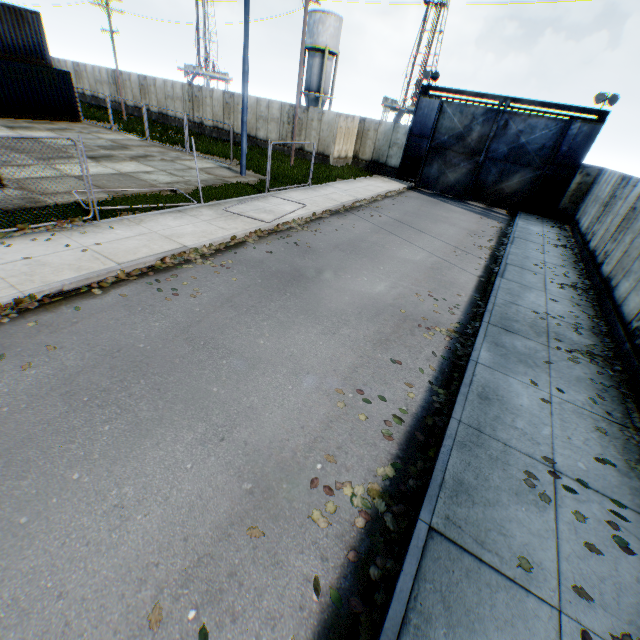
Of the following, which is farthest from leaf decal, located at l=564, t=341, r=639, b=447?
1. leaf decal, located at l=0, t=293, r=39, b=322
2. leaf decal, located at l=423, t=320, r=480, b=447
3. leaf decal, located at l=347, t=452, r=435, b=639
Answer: leaf decal, located at l=0, t=293, r=39, b=322

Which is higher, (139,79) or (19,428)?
(139,79)

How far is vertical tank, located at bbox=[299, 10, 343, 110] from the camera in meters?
36.3 m

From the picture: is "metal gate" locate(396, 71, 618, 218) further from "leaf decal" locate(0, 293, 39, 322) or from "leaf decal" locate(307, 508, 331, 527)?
"leaf decal" locate(0, 293, 39, 322)

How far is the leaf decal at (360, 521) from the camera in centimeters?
376cm

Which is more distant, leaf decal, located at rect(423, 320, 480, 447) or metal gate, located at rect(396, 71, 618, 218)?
metal gate, located at rect(396, 71, 618, 218)

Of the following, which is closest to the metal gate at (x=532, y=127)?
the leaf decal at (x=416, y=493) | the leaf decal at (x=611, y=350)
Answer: the leaf decal at (x=611, y=350)

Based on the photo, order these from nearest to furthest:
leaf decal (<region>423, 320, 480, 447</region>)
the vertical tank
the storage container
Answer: leaf decal (<region>423, 320, 480, 447</region>), the storage container, the vertical tank
